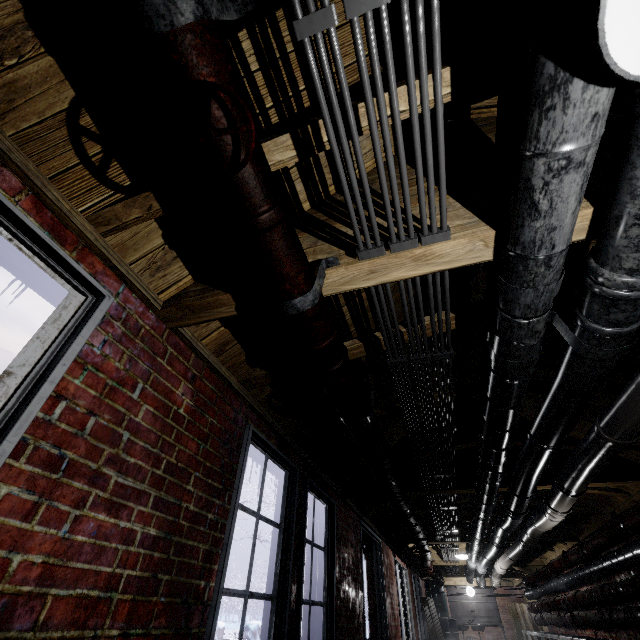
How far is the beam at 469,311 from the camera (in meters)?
1.74

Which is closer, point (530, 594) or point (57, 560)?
point (57, 560)

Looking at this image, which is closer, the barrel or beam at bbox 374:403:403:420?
beam at bbox 374:403:403:420

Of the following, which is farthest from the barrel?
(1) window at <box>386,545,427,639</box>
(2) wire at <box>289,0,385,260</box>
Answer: (2) wire at <box>289,0,385,260</box>

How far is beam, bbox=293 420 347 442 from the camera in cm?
267

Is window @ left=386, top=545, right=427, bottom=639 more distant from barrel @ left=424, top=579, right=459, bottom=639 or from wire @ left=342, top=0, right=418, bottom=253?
wire @ left=342, top=0, right=418, bottom=253

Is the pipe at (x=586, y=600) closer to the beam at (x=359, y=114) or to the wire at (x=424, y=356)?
the beam at (x=359, y=114)

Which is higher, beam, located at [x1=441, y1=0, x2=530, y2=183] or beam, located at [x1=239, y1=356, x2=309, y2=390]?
beam, located at [x1=441, y1=0, x2=530, y2=183]
